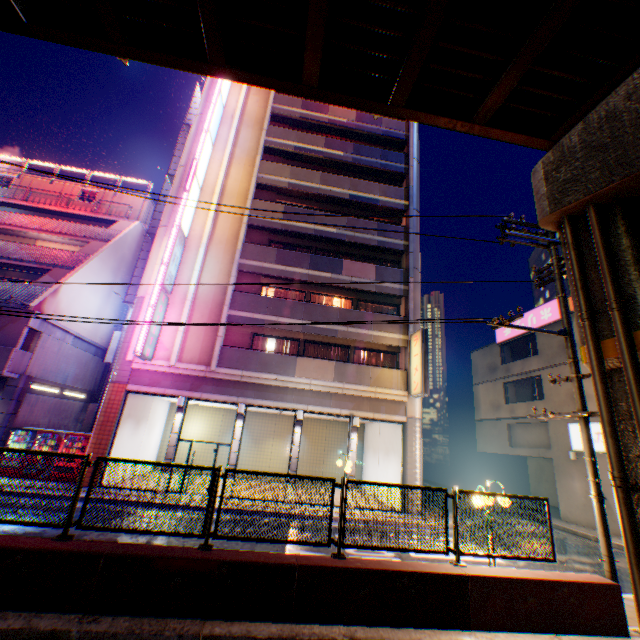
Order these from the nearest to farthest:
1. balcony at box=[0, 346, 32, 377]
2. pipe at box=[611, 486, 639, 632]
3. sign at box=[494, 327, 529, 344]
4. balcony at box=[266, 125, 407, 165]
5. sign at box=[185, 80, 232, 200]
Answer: pipe at box=[611, 486, 639, 632] < balcony at box=[0, 346, 32, 377] < sign at box=[185, 80, 232, 200] < balcony at box=[266, 125, 407, 165] < sign at box=[494, 327, 529, 344]

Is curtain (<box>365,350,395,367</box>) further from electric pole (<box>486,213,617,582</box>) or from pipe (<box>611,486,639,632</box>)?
pipe (<box>611,486,639,632</box>)

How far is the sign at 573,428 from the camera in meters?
17.7 m

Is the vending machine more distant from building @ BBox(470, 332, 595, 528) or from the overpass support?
building @ BBox(470, 332, 595, 528)

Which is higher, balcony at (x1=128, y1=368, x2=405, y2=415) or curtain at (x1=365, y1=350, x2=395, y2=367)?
curtain at (x1=365, y1=350, x2=395, y2=367)

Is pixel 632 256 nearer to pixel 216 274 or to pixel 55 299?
pixel 216 274

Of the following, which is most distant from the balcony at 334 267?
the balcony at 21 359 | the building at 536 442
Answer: the balcony at 21 359

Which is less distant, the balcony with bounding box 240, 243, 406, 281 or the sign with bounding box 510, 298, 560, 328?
the balcony with bounding box 240, 243, 406, 281
